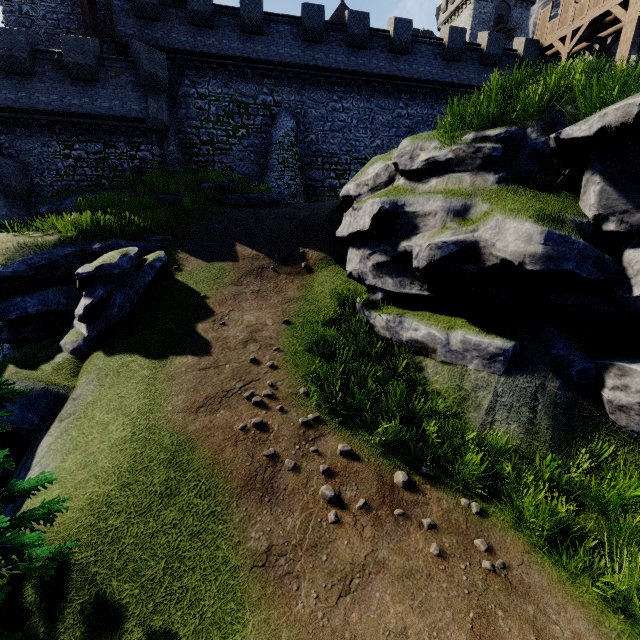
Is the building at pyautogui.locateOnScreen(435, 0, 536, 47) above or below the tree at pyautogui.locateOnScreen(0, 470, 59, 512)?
above

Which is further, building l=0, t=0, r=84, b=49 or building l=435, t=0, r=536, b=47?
building l=435, t=0, r=536, b=47

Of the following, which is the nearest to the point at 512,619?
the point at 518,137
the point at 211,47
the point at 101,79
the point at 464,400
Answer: the point at 464,400

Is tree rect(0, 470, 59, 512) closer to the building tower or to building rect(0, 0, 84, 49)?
the building tower

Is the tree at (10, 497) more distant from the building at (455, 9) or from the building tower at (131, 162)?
the building at (455, 9)

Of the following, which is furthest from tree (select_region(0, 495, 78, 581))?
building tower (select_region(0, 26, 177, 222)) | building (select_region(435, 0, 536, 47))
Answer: building (select_region(435, 0, 536, 47))

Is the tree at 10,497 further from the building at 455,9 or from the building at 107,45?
the building at 455,9
